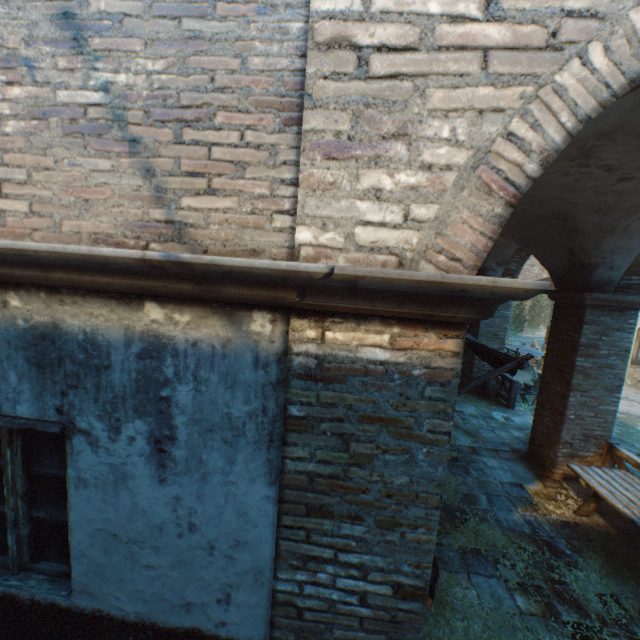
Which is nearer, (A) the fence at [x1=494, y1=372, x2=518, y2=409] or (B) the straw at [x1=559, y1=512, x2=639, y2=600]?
(B) the straw at [x1=559, y1=512, x2=639, y2=600]

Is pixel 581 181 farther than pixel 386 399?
Yes

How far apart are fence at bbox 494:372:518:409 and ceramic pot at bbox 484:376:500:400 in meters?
0.1

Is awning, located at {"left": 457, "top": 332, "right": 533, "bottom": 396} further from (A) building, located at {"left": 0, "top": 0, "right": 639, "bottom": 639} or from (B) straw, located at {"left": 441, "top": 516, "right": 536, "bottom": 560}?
(A) building, located at {"left": 0, "top": 0, "right": 639, "bottom": 639}

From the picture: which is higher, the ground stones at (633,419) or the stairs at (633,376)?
the stairs at (633,376)

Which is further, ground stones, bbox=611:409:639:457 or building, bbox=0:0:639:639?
ground stones, bbox=611:409:639:457

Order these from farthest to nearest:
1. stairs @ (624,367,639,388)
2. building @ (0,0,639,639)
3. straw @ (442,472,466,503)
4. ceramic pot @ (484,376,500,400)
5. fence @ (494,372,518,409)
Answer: stairs @ (624,367,639,388), ceramic pot @ (484,376,500,400), fence @ (494,372,518,409), straw @ (442,472,466,503), building @ (0,0,639,639)

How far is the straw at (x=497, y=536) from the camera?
4.9m
